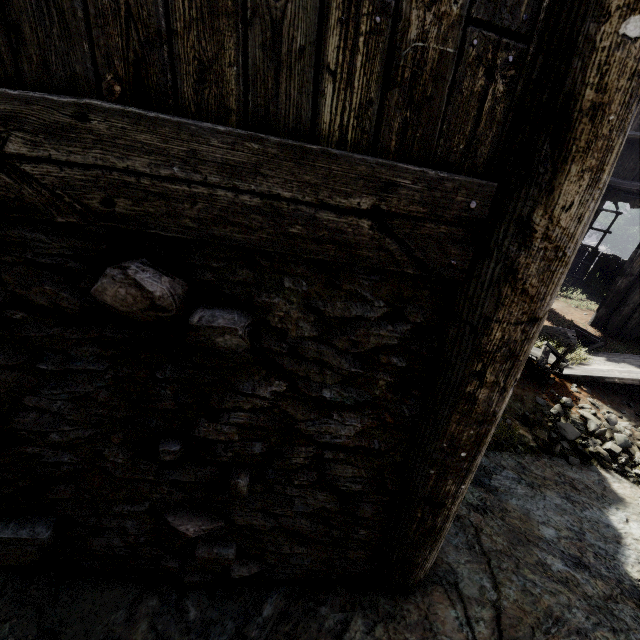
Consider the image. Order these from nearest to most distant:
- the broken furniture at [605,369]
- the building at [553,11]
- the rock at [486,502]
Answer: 1. the building at [553,11]
2. the rock at [486,502]
3. the broken furniture at [605,369]

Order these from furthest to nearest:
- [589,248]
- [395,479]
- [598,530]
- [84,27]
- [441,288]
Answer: [589,248] < [598,530] < [395,479] < [441,288] < [84,27]

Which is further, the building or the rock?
the rock

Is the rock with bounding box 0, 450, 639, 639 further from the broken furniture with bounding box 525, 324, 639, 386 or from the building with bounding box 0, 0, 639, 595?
the broken furniture with bounding box 525, 324, 639, 386

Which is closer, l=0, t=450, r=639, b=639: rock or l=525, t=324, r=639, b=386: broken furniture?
l=0, t=450, r=639, b=639: rock

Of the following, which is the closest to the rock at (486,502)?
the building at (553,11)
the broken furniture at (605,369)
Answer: the building at (553,11)

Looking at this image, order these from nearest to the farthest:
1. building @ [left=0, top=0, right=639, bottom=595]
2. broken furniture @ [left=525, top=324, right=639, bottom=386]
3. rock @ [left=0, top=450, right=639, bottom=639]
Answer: building @ [left=0, top=0, right=639, bottom=595] → rock @ [left=0, top=450, right=639, bottom=639] → broken furniture @ [left=525, top=324, right=639, bottom=386]
